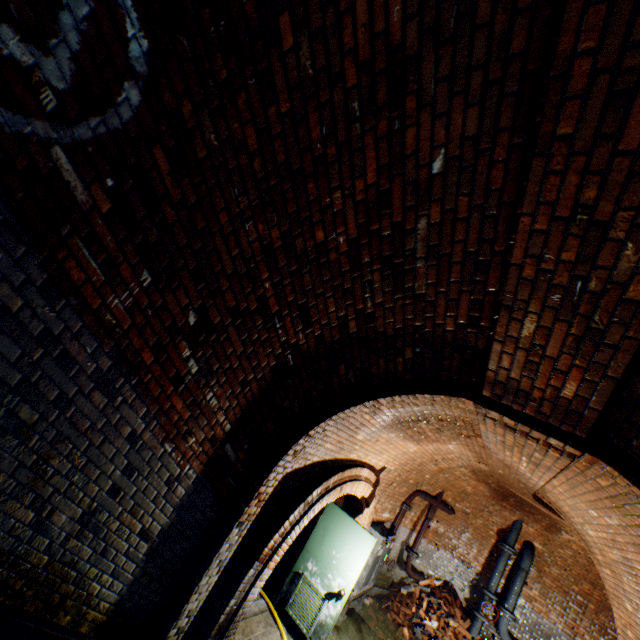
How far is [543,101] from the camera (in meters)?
1.77

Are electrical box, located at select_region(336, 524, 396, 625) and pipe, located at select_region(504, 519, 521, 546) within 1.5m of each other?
no

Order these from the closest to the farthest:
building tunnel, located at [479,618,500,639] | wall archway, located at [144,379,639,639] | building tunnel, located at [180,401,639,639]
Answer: wall archway, located at [144,379,639,639]
building tunnel, located at [180,401,639,639]
building tunnel, located at [479,618,500,639]

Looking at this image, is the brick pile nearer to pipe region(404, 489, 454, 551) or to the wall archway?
pipe region(404, 489, 454, 551)

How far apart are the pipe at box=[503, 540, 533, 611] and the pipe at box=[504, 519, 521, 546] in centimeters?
29cm

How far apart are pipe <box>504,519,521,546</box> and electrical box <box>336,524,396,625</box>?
3.6 meters

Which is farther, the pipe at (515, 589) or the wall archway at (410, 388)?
the pipe at (515, 589)

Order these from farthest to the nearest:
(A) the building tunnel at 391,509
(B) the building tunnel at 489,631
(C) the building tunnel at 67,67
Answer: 1. (B) the building tunnel at 489,631
2. (A) the building tunnel at 391,509
3. (C) the building tunnel at 67,67
